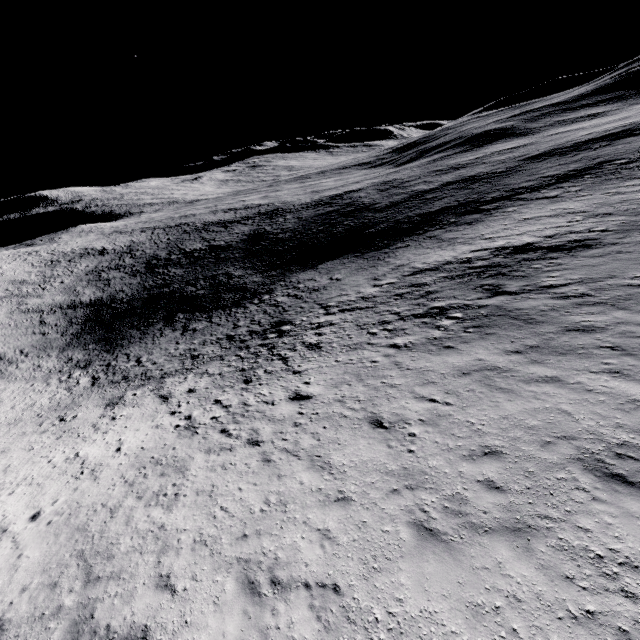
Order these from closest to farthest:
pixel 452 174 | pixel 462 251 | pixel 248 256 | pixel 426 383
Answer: pixel 426 383 → pixel 462 251 → pixel 248 256 → pixel 452 174
